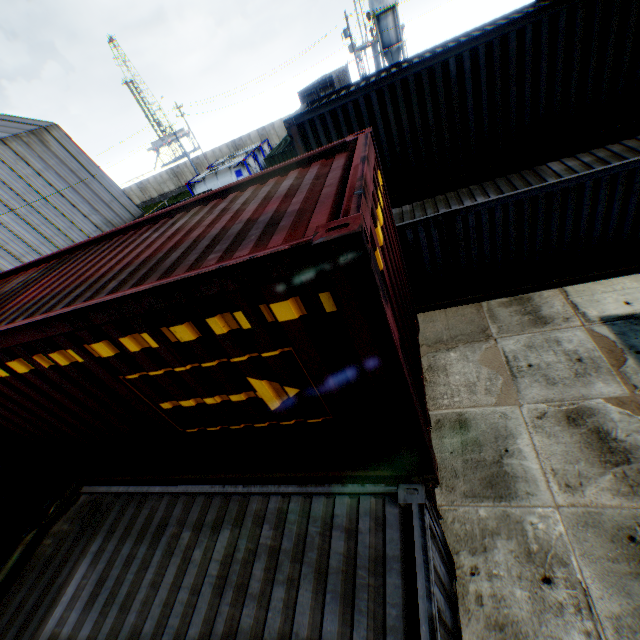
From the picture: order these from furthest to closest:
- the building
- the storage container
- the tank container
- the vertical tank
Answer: the vertical tank
the tank container
the building
the storage container

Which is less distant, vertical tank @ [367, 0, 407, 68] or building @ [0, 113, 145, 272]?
building @ [0, 113, 145, 272]

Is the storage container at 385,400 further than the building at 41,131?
No

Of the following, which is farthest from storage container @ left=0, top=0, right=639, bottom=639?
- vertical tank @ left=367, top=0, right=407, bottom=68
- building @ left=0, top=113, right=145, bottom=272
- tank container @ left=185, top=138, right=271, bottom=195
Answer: vertical tank @ left=367, top=0, right=407, bottom=68

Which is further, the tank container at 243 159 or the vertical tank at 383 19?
the vertical tank at 383 19

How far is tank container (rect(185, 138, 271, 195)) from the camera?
30.00m

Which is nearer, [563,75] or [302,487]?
[302,487]

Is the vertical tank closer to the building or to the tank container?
the tank container
